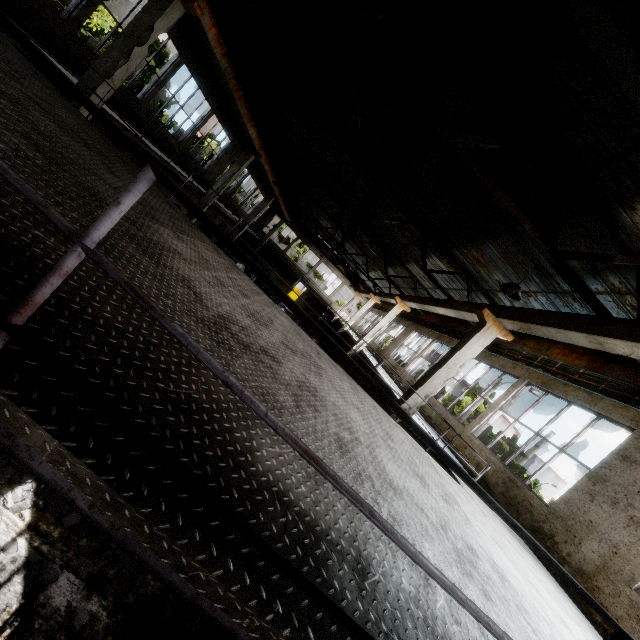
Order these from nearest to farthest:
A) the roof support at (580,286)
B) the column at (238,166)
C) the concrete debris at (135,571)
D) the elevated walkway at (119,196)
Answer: the elevated walkway at (119,196), the concrete debris at (135,571), the roof support at (580,286), the column at (238,166)

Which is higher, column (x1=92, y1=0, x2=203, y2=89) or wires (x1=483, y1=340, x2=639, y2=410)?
wires (x1=483, y1=340, x2=639, y2=410)

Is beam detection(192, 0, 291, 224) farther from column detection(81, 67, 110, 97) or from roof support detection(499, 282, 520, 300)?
roof support detection(499, 282, 520, 300)

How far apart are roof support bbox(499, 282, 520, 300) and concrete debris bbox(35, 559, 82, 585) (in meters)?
7.89

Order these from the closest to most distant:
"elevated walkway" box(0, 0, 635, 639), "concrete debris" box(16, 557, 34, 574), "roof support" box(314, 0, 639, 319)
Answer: "elevated walkway" box(0, 0, 635, 639), "concrete debris" box(16, 557, 34, 574), "roof support" box(314, 0, 639, 319)

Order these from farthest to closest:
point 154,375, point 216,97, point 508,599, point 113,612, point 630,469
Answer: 1. point 216,97
2. point 630,469
3. point 113,612
4. point 508,599
5. point 154,375

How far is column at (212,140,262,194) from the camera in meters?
18.1 m

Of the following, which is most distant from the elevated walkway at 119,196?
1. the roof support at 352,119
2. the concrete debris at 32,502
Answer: the concrete debris at 32,502
